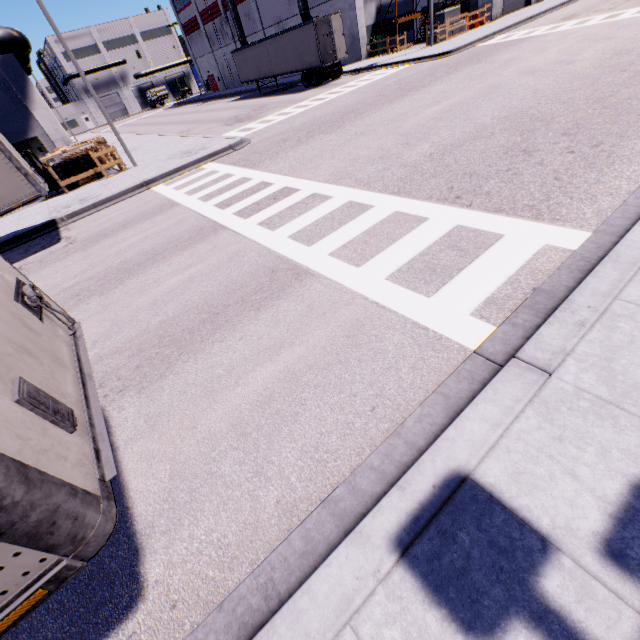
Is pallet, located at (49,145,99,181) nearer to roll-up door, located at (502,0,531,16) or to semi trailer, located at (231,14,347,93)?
semi trailer, located at (231,14,347,93)

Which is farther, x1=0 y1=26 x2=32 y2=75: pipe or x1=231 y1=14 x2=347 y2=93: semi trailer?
x1=231 y1=14 x2=347 y2=93: semi trailer

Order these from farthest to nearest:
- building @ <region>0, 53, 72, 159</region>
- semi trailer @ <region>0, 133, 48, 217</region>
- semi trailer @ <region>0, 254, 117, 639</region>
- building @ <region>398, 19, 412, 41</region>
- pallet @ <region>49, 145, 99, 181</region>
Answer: building @ <region>398, 19, 412, 41</region> → building @ <region>0, 53, 72, 159</region> → pallet @ <region>49, 145, 99, 181</region> → semi trailer @ <region>0, 133, 48, 217</region> → semi trailer @ <region>0, 254, 117, 639</region>

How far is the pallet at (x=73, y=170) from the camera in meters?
15.8 m

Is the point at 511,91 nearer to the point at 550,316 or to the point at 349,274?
the point at 349,274

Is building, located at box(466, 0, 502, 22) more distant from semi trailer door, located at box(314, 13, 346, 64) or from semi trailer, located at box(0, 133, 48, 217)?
semi trailer door, located at box(314, 13, 346, 64)

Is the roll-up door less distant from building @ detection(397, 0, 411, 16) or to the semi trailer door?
building @ detection(397, 0, 411, 16)

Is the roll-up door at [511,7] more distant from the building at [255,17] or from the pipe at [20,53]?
the pipe at [20,53]
